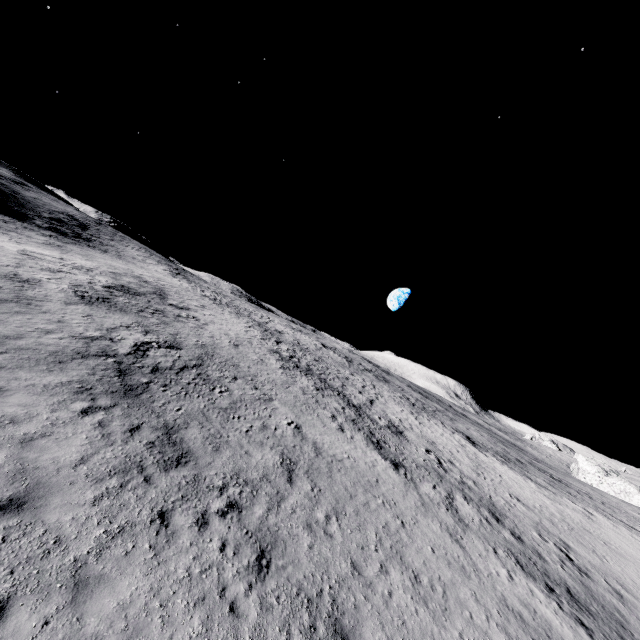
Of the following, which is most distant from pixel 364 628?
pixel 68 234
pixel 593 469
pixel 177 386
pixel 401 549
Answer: pixel 593 469
